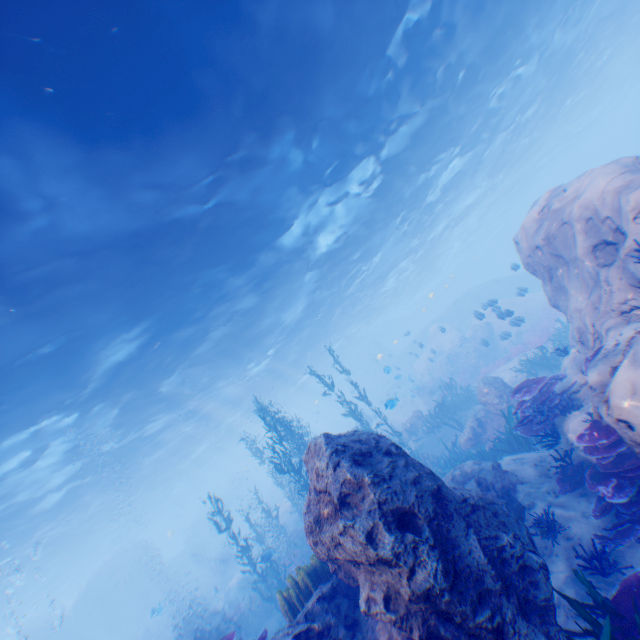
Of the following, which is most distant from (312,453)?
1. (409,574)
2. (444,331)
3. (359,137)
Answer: (444,331)

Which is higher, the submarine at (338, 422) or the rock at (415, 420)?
the submarine at (338, 422)

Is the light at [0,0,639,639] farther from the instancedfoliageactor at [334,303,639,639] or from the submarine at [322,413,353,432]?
the instancedfoliageactor at [334,303,639,639]

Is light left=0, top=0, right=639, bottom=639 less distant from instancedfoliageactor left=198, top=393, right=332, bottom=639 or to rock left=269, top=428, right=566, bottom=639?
rock left=269, top=428, right=566, bottom=639

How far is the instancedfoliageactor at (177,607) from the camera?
27.4 meters

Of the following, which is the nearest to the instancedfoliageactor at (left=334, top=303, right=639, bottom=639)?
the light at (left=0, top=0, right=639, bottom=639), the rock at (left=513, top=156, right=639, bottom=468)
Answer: the rock at (left=513, top=156, right=639, bottom=468)
